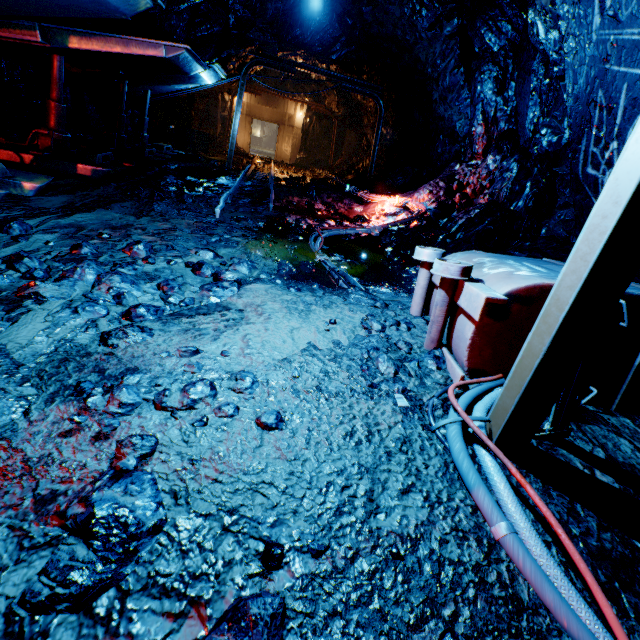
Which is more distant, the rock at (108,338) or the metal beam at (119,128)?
the metal beam at (119,128)

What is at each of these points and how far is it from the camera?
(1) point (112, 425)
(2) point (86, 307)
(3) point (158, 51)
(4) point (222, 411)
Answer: (1) rock, 1.27m
(2) rock, 2.03m
(3) metal top, 4.70m
(4) rock, 1.48m

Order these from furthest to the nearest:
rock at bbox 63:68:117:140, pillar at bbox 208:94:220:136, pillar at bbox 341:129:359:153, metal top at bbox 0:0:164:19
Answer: pillar at bbox 341:129:359:153, pillar at bbox 208:94:220:136, rock at bbox 63:68:117:140, metal top at bbox 0:0:164:19

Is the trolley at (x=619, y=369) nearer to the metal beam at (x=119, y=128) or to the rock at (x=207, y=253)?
the rock at (x=207, y=253)

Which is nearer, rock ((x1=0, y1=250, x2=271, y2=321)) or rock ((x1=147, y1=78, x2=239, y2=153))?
rock ((x1=0, y1=250, x2=271, y2=321))

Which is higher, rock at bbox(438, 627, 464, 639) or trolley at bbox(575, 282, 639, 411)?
trolley at bbox(575, 282, 639, 411)

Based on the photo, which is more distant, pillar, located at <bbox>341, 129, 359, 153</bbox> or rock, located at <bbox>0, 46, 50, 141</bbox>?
pillar, located at <bbox>341, 129, 359, 153</bbox>

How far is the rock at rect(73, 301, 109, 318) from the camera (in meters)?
2.02
